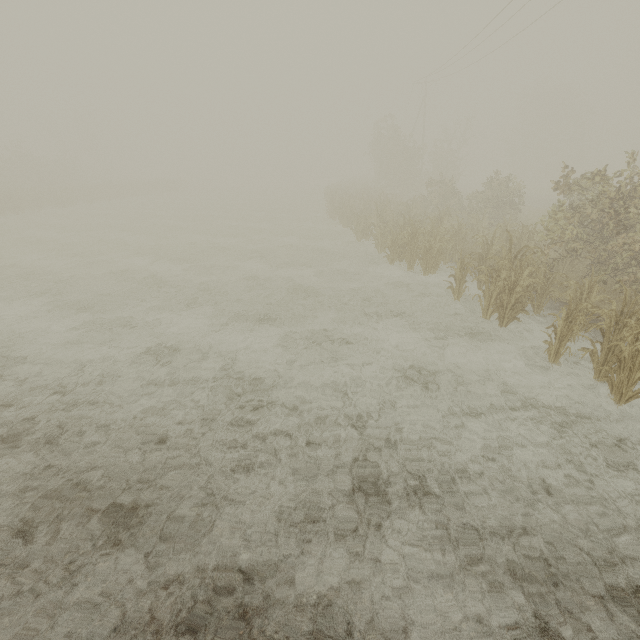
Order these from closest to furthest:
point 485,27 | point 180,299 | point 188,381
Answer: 1. point 188,381
2. point 180,299
3. point 485,27
